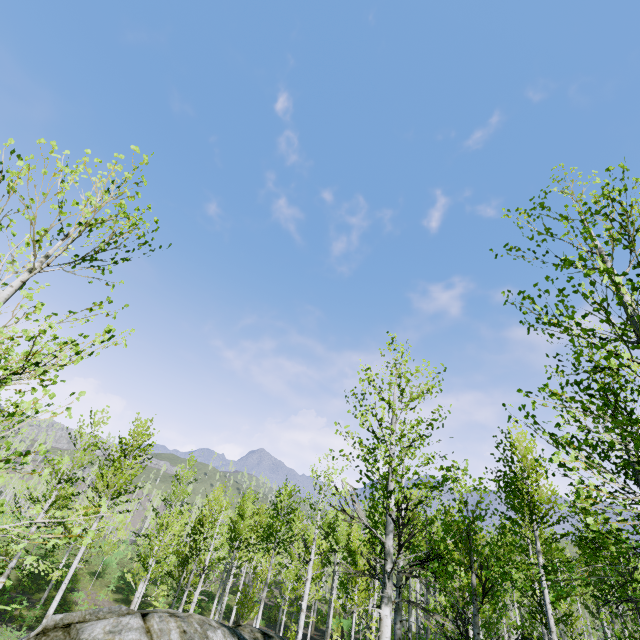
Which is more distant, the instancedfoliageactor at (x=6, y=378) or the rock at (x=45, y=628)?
the rock at (x=45, y=628)

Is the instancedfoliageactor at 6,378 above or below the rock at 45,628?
above

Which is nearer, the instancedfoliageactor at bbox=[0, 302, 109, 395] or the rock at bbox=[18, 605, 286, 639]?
the instancedfoliageactor at bbox=[0, 302, 109, 395]

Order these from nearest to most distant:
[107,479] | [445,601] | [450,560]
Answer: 1. [450,560]
2. [445,601]
3. [107,479]

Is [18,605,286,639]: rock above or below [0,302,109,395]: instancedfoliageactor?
below
